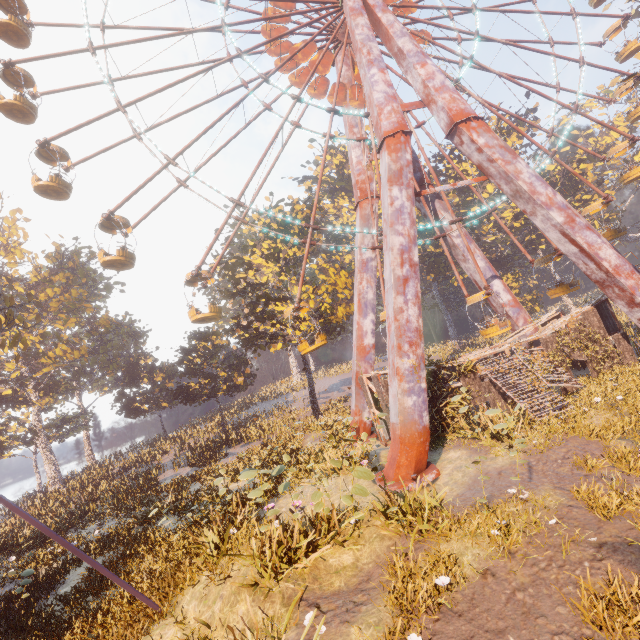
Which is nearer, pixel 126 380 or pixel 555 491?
pixel 555 491

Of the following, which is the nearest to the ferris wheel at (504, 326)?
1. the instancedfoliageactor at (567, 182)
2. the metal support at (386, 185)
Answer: the metal support at (386, 185)

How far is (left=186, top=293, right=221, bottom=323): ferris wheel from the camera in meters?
16.5

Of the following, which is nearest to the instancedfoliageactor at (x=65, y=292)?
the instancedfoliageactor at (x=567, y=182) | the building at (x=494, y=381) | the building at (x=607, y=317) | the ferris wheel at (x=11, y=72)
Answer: the ferris wheel at (x=11, y=72)

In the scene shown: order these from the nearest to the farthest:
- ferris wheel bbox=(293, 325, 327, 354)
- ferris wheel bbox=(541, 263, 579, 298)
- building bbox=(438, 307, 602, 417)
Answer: building bbox=(438, 307, 602, 417), ferris wheel bbox=(293, 325, 327, 354), ferris wheel bbox=(541, 263, 579, 298)

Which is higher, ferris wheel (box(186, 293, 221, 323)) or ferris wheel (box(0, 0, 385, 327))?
ferris wheel (box(0, 0, 385, 327))

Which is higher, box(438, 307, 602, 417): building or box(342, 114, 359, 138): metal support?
box(342, 114, 359, 138): metal support

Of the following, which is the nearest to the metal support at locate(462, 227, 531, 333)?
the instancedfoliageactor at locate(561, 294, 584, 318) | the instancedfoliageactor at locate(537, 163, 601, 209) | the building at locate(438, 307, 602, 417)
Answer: the building at locate(438, 307, 602, 417)
